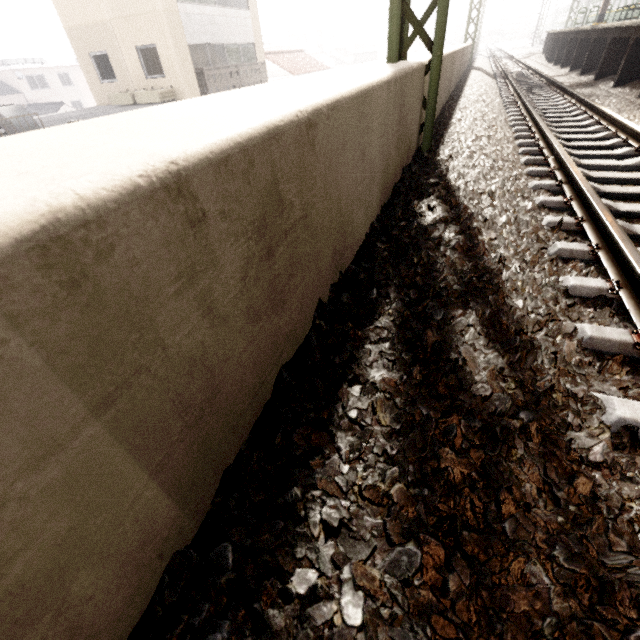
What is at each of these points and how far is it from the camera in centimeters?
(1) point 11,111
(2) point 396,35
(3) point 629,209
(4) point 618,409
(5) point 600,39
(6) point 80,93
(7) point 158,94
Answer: (1) ducting, 959cm
(2) power line, 342cm
(3) train track, 287cm
(4) train track, 133cm
(5) platform underside, 1027cm
(6) building, 4375cm
(7) air conditioner, 1411cm

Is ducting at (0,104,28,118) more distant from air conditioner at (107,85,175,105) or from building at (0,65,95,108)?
building at (0,65,95,108)

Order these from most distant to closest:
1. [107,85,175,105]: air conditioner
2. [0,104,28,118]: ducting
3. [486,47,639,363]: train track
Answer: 1. [107,85,175,105]: air conditioner
2. [0,104,28,118]: ducting
3. [486,47,639,363]: train track

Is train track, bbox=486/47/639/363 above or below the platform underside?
below

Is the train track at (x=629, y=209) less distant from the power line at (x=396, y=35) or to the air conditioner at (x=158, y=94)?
the power line at (x=396, y=35)

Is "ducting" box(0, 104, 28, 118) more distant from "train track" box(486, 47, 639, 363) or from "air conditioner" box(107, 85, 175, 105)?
"train track" box(486, 47, 639, 363)

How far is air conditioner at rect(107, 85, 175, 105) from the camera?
14.2 meters

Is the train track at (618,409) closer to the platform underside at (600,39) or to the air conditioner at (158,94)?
the platform underside at (600,39)
